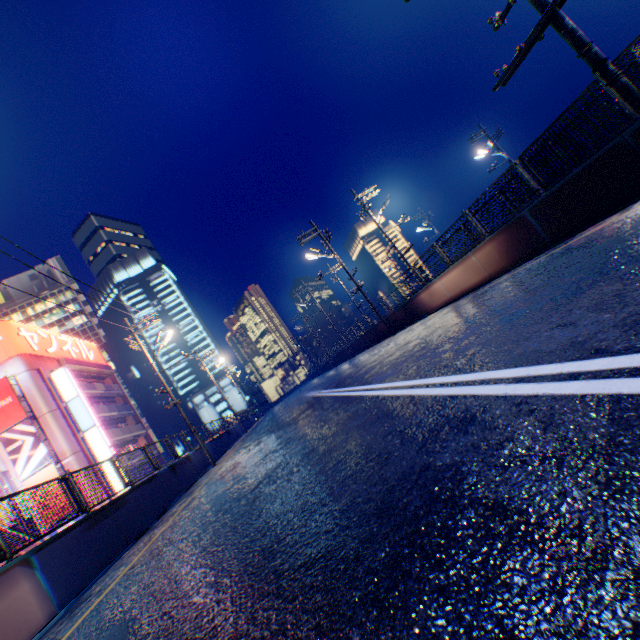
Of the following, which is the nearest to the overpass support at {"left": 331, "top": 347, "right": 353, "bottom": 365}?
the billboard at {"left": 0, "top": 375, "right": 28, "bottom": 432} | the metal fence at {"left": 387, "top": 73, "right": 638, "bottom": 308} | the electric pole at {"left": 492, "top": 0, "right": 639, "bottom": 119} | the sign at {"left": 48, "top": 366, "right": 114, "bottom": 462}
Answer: the metal fence at {"left": 387, "top": 73, "right": 638, "bottom": 308}

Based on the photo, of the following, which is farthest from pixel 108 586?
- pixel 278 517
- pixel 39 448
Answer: pixel 39 448

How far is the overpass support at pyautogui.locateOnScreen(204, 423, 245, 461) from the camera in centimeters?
2054cm

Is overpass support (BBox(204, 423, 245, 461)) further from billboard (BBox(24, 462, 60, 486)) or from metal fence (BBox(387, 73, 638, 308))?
billboard (BBox(24, 462, 60, 486))

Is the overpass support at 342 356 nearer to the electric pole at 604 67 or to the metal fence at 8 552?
the metal fence at 8 552

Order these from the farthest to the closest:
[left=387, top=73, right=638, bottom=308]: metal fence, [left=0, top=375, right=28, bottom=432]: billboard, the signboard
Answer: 1. the signboard
2. [left=0, top=375, right=28, bottom=432]: billboard
3. [left=387, top=73, right=638, bottom=308]: metal fence

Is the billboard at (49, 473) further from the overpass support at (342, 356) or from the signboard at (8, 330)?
the overpass support at (342, 356)

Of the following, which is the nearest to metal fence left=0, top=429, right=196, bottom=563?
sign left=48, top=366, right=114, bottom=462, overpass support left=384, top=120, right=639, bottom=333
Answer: overpass support left=384, top=120, right=639, bottom=333
